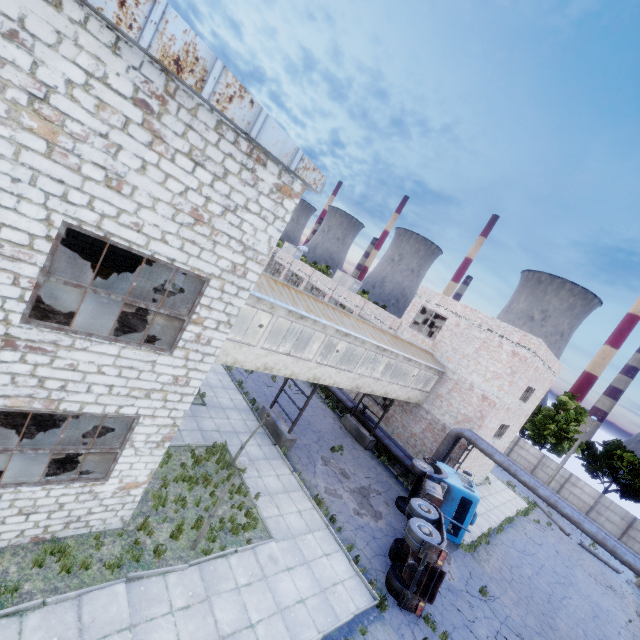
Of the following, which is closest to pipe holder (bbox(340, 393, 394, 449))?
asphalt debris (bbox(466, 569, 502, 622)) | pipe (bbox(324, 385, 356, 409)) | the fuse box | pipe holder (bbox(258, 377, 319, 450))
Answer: pipe (bbox(324, 385, 356, 409))

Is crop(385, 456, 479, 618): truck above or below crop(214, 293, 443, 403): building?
below

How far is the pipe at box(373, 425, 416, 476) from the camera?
21.5 meters

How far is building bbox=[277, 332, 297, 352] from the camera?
17.26m

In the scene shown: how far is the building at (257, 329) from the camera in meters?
15.6 m

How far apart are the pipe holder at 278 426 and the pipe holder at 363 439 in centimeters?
711cm

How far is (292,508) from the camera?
13.7m

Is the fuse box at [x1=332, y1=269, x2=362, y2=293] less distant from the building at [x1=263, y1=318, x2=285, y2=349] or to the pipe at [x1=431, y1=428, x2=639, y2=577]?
the building at [x1=263, y1=318, x2=285, y2=349]
